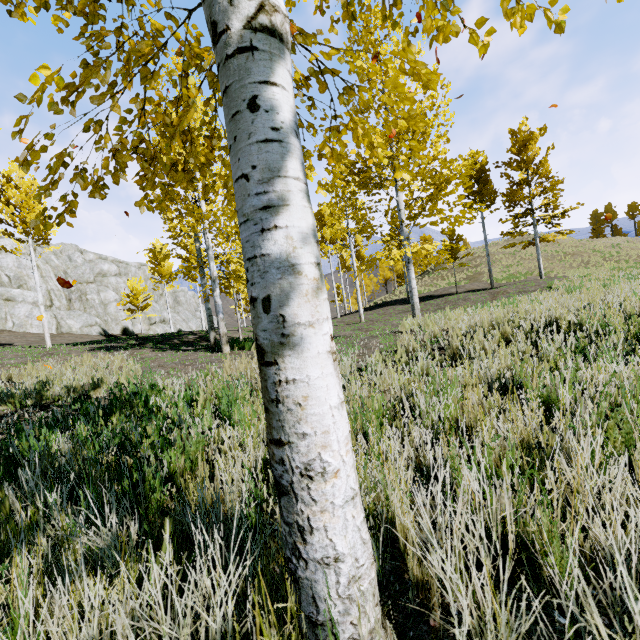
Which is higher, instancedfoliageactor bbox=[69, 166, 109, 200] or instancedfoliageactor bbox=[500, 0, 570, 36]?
instancedfoliageactor bbox=[500, 0, 570, 36]

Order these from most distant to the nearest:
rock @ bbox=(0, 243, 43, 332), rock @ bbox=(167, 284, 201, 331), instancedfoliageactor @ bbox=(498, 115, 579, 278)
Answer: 1. rock @ bbox=(167, 284, 201, 331)
2. rock @ bbox=(0, 243, 43, 332)
3. instancedfoliageactor @ bbox=(498, 115, 579, 278)

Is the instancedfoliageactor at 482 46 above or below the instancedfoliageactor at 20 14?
below

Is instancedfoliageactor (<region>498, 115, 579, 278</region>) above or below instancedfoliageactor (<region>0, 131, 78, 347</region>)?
above

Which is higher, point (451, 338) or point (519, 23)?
point (519, 23)

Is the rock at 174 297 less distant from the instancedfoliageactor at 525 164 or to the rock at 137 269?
the rock at 137 269

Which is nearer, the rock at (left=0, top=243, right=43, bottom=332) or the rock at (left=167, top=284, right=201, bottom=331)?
the rock at (left=0, top=243, right=43, bottom=332)

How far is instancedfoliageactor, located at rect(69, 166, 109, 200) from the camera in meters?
1.8
